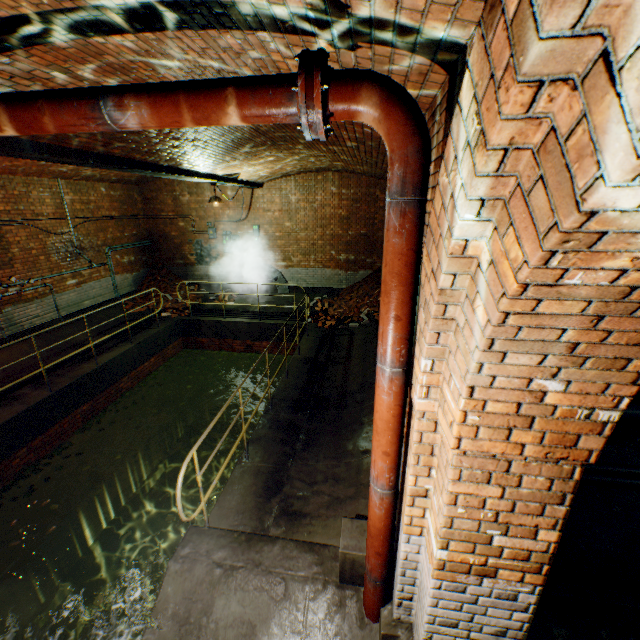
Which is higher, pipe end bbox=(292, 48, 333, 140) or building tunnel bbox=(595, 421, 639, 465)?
pipe end bbox=(292, 48, 333, 140)

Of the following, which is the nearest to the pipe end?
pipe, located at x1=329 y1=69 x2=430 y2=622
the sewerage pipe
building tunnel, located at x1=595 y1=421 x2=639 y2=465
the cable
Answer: pipe, located at x1=329 y1=69 x2=430 y2=622

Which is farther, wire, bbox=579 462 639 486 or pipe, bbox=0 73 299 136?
wire, bbox=579 462 639 486

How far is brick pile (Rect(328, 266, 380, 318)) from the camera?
10.6 meters

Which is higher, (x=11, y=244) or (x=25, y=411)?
(x=11, y=244)

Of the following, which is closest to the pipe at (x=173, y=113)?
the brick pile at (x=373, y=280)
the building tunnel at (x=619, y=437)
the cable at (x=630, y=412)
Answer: the building tunnel at (x=619, y=437)

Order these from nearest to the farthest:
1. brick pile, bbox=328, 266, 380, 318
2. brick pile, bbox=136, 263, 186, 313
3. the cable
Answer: the cable, brick pile, bbox=328, 266, 380, 318, brick pile, bbox=136, 263, 186, 313

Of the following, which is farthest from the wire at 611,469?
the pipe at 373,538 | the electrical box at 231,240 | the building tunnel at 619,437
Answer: the electrical box at 231,240
